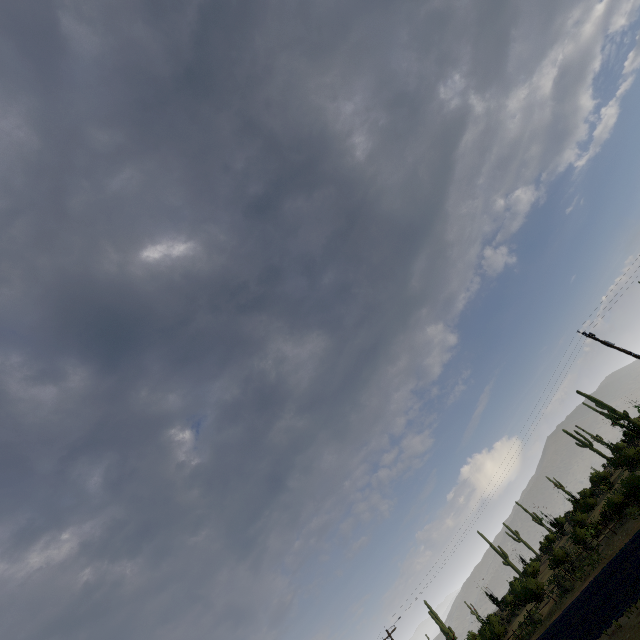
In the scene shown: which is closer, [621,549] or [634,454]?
[621,549]
